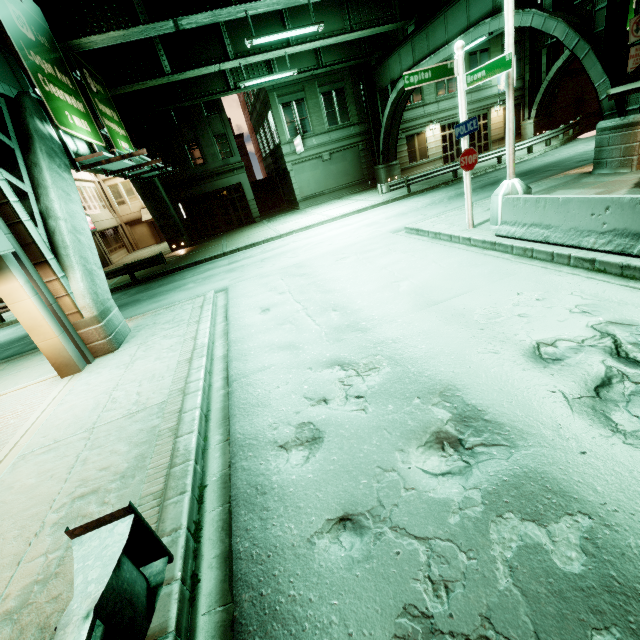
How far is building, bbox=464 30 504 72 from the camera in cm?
2809

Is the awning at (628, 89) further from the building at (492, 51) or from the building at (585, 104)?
the building at (585, 104)

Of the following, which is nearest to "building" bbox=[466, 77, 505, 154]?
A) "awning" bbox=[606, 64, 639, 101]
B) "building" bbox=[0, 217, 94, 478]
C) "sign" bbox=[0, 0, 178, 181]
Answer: "sign" bbox=[0, 0, 178, 181]

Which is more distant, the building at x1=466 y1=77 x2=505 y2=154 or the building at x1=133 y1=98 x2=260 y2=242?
the building at x1=466 y1=77 x2=505 y2=154

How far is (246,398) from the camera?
5.3m

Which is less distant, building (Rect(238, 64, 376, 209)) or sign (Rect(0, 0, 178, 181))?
sign (Rect(0, 0, 178, 181))

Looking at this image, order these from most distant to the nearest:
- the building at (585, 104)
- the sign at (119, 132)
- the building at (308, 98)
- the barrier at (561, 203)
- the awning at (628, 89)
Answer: the building at (585, 104) → the building at (308, 98) → the sign at (119, 132) → the awning at (628, 89) → the barrier at (561, 203)

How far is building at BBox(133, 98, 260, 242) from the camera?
25.0m
